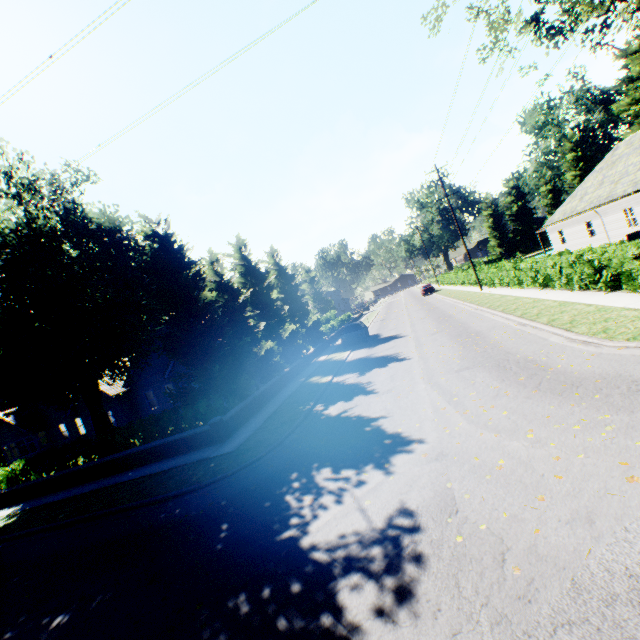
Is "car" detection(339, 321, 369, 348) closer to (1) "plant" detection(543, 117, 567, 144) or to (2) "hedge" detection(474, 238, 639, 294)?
(2) "hedge" detection(474, 238, 639, 294)

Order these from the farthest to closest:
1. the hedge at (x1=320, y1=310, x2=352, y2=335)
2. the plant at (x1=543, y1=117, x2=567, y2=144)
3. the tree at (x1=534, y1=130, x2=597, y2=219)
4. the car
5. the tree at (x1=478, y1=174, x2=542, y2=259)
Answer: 1. the plant at (x1=543, y1=117, x2=567, y2=144)
2. the tree at (x1=478, y1=174, x2=542, y2=259)
3. the tree at (x1=534, y1=130, x2=597, y2=219)
4. the hedge at (x1=320, y1=310, x2=352, y2=335)
5. the car

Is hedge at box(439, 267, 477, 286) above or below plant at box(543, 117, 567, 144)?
below

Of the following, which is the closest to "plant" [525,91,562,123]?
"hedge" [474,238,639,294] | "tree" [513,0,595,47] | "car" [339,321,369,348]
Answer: "tree" [513,0,595,47]

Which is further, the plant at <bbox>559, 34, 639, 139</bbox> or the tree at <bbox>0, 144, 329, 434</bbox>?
the plant at <bbox>559, 34, 639, 139</bbox>

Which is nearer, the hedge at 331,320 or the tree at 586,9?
the tree at 586,9

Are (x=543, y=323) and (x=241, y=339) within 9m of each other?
no

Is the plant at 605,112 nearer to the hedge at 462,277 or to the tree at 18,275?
the tree at 18,275
